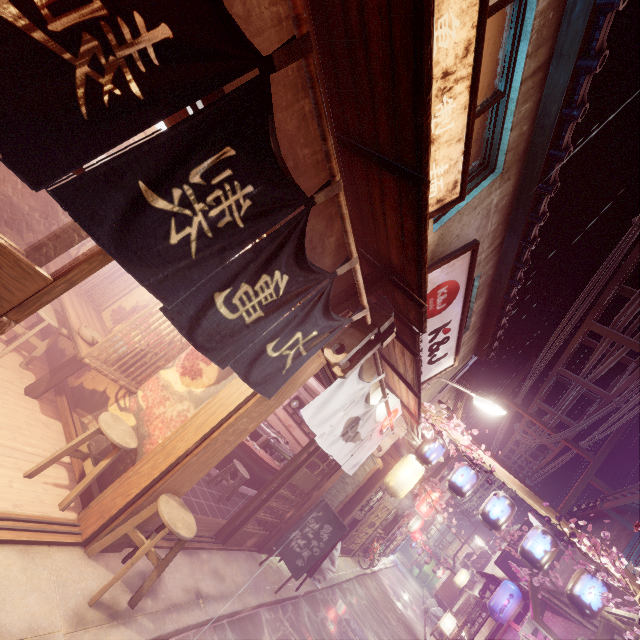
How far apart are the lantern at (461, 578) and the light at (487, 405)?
35.9m

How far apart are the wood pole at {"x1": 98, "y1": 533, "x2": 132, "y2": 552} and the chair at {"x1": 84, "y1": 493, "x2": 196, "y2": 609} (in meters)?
0.03

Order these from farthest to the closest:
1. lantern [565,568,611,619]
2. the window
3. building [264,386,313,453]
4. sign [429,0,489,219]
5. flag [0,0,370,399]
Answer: building [264,386,313,453], lantern [565,568,611,619], the window, sign [429,0,489,219], flag [0,0,370,399]

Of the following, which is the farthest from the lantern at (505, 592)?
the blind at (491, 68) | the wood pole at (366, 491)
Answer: the blind at (491, 68)

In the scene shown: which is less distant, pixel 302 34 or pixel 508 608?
pixel 302 34

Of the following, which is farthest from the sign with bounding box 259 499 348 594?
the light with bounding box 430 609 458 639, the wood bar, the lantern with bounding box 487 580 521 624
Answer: the light with bounding box 430 609 458 639

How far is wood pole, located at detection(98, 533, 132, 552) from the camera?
5.6 meters

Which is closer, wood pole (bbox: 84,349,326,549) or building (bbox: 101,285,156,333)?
wood pole (bbox: 84,349,326,549)
